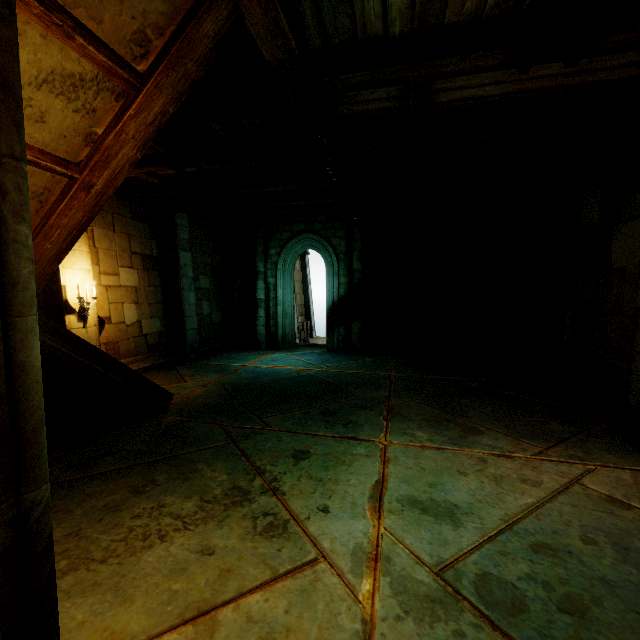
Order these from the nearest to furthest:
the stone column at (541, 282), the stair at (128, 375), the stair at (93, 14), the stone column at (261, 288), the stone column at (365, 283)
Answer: the stair at (93, 14) → the stair at (128, 375) → the stone column at (541, 282) → the stone column at (365, 283) → the stone column at (261, 288)

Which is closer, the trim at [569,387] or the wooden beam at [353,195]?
the wooden beam at [353,195]

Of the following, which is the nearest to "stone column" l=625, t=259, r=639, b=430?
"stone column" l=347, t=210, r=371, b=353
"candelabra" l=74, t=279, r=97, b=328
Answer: "stone column" l=347, t=210, r=371, b=353

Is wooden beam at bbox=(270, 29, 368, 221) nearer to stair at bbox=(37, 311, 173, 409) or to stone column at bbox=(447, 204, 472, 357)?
stair at bbox=(37, 311, 173, 409)

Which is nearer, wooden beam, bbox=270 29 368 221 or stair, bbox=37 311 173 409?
wooden beam, bbox=270 29 368 221

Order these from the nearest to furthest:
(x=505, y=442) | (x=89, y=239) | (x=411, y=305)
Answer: (x=505, y=442)
(x=89, y=239)
(x=411, y=305)

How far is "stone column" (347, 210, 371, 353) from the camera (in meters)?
11.25

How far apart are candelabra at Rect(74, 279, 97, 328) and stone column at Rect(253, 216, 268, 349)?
5.8 meters
